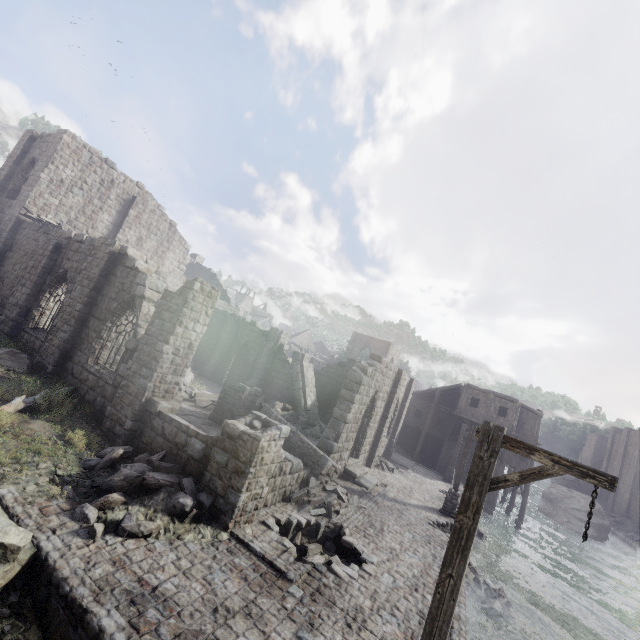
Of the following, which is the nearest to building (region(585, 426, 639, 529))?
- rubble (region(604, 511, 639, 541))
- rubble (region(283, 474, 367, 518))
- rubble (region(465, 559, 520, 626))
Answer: rubble (region(604, 511, 639, 541))

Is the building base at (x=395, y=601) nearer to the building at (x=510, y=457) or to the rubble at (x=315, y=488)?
the rubble at (x=315, y=488)

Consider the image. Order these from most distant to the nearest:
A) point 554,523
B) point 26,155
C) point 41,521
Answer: point 554,523, point 26,155, point 41,521

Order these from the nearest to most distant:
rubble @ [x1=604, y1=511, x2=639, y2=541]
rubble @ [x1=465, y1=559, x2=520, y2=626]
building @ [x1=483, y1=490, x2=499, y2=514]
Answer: rubble @ [x1=465, y1=559, x2=520, y2=626] < building @ [x1=483, y1=490, x2=499, y2=514] < rubble @ [x1=604, y1=511, x2=639, y2=541]

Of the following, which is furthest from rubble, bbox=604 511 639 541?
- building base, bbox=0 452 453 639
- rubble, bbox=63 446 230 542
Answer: rubble, bbox=63 446 230 542

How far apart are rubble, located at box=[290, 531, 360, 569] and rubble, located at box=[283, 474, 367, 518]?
1.0m

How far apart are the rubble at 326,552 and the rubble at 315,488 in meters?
1.0

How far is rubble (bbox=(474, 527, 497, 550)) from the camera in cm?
1914
